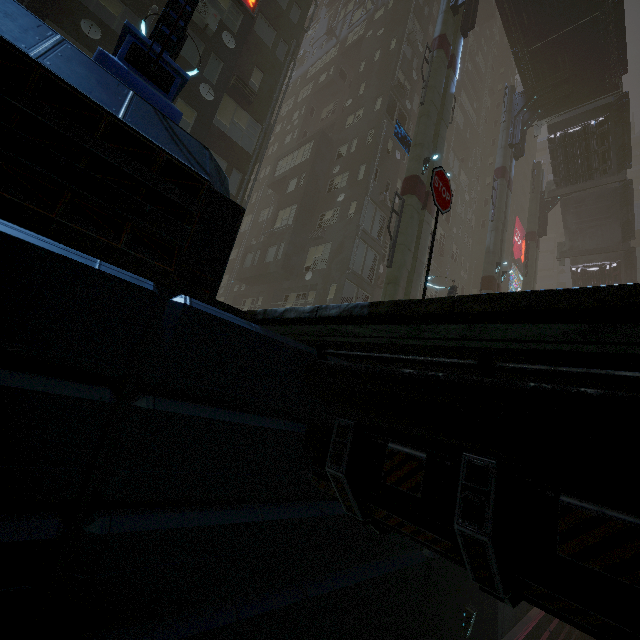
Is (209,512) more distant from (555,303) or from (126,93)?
(126,93)

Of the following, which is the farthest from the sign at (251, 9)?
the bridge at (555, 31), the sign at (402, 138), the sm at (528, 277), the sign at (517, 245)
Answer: the sign at (517, 245)

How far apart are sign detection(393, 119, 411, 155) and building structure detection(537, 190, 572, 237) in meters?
20.6 m

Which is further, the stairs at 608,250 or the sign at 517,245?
the sign at 517,245

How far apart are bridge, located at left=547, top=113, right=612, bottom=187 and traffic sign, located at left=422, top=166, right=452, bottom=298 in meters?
31.7

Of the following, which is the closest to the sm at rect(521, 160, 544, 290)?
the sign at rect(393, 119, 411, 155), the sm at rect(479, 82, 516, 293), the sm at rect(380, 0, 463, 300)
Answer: the sm at rect(479, 82, 516, 293)

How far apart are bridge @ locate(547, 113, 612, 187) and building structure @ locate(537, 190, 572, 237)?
2.0 meters

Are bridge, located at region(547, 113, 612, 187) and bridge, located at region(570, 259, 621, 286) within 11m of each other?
yes
